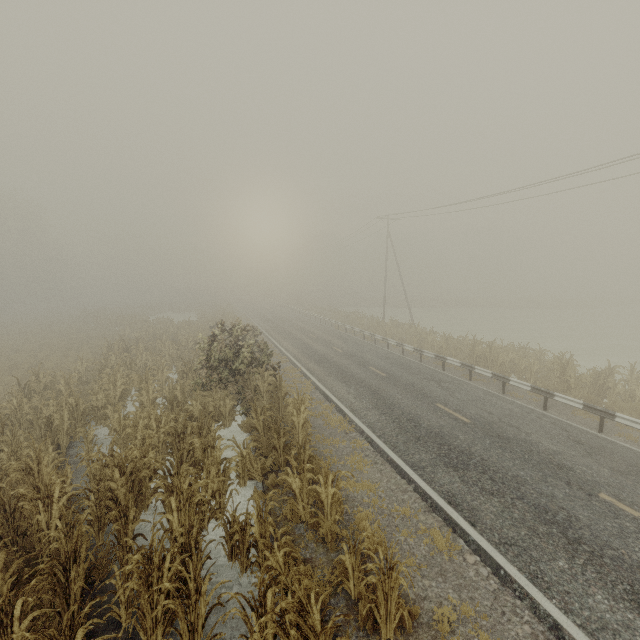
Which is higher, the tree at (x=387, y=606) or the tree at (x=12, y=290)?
the tree at (x=12, y=290)

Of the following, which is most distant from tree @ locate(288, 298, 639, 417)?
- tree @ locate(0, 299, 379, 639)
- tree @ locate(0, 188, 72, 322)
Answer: tree @ locate(0, 188, 72, 322)

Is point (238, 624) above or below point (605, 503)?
below

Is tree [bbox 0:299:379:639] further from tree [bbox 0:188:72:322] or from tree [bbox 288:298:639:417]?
tree [bbox 0:188:72:322]

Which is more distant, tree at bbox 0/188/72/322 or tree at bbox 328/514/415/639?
tree at bbox 0/188/72/322

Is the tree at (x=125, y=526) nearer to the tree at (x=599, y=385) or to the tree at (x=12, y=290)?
the tree at (x=599, y=385)
